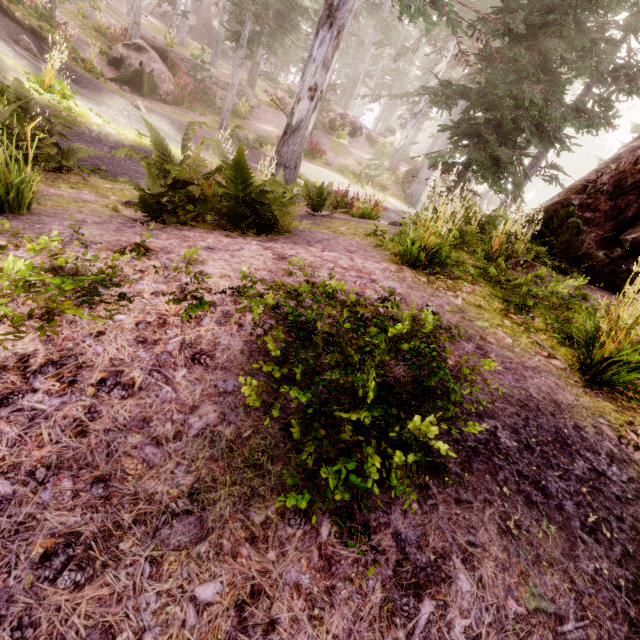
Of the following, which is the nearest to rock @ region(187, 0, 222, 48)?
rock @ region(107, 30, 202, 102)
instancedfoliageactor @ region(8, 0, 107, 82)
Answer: instancedfoliageactor @ region(8, 0, 107, 82)

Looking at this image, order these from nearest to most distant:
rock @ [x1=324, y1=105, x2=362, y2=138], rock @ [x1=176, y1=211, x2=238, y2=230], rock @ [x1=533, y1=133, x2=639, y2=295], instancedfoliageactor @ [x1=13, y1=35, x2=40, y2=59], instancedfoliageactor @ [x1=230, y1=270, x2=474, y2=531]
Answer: instancedfoliageactor @ [x1=230, y1=270, x2=474, y2=531], rock @ [x1=176, y1=211, x2=238, y2=230], rock @ [x1=533, y1=133, x2=639, y2=295], instancedfoliageactor @ [x1=13, y1=35, x2=40, y2=59], rock @ [x1=324, y1=105, x2=362, y2=138]

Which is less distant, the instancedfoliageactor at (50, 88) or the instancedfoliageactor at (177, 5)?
the instancedfoliageactor at (50, 88)

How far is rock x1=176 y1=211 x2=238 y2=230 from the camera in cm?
462

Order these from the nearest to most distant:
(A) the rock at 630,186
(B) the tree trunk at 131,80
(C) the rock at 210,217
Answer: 1. (C) the rock at 210,217
2. (A) the rock at 630,186
3. (B) the tree trunk at 131,80

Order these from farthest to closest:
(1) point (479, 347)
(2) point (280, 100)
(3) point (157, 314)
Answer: (2) point (280, 100) < (1) point (479, 347) < (3) point (157, 314)

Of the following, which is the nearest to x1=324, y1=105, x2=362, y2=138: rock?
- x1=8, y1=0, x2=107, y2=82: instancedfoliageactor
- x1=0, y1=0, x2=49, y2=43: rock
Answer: x1=8, y1=0, x2=107, y2=82: instancedfoliageactor

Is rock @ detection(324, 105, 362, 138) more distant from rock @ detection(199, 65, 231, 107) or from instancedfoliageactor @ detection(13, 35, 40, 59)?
rock @ detection(199, 65, 231, 107)
